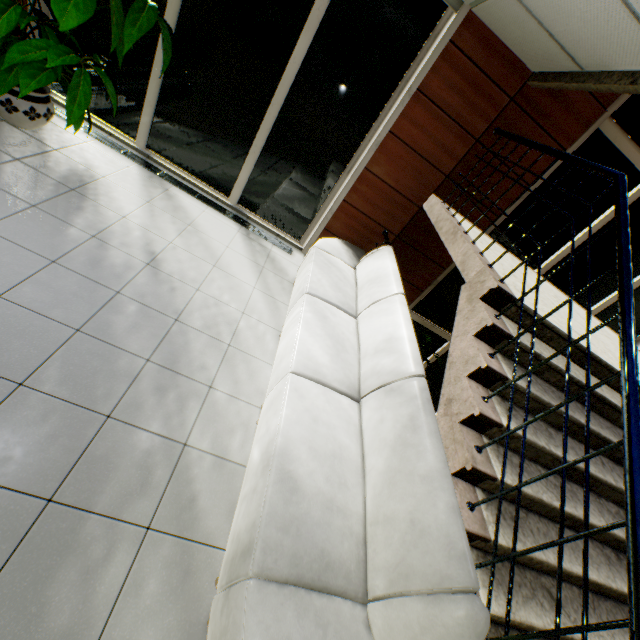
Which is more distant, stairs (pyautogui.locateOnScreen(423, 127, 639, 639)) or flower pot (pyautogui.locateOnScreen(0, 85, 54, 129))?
flower pot (pyautogui.locateOnScreen(0, 85, 54, 129))

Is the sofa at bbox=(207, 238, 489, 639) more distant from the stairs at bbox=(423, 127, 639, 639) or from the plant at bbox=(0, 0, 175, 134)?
the plant at bbox=(0, 0, 175, 134)

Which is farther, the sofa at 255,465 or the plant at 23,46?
the plant at 23,46

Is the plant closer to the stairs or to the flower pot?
the flower pot

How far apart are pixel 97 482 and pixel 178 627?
0.83m

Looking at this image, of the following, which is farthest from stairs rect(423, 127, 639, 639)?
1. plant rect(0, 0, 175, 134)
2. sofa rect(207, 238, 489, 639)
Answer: plant rect(0, 0, 175, 134)

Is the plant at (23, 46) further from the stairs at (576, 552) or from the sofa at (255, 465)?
the stairs at (576, 552)
